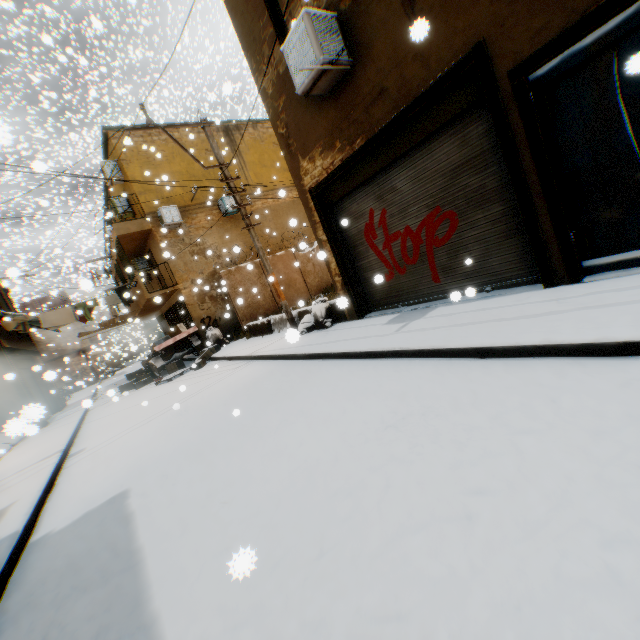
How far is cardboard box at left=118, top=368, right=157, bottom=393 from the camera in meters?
14.1

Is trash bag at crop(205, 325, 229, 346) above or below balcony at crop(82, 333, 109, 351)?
below

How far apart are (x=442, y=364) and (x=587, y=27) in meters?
3.9 m

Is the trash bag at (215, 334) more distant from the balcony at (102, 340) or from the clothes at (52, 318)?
the balcony at (102, 340)

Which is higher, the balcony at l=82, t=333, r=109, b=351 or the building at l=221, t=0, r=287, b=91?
the building at l=221, t=0, r=287, b=91

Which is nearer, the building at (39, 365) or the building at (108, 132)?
the building at (39, 365)

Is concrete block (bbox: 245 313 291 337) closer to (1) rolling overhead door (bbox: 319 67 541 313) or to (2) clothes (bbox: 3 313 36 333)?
(1) rolling overhead door (bbox: 319 67 541 313)

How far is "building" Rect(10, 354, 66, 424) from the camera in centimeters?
620cm
